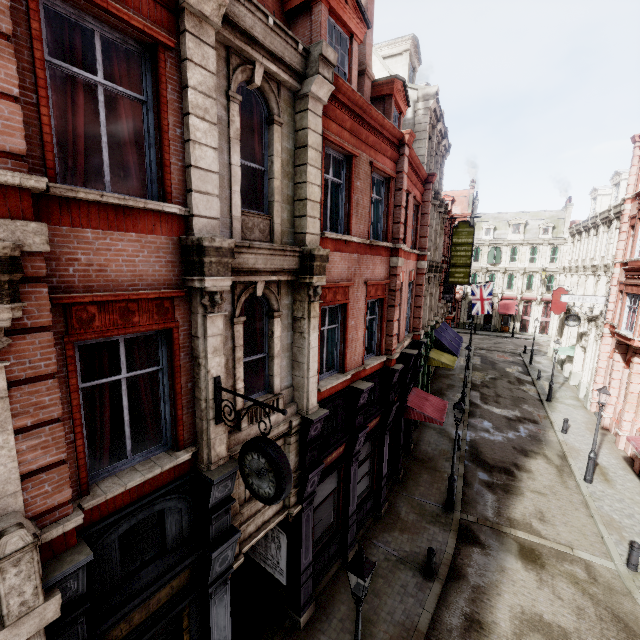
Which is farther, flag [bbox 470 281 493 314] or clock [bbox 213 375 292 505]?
flag [bbox 470 281 493 314]

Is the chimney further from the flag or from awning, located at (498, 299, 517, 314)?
awning, located at (498, 299, 517, 314)

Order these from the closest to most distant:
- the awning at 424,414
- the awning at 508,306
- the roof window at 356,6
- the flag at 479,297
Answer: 1. the roof window at 356,6
2. the awning at 424,414
3. the flag at 479,297
4. the awning at 508,306

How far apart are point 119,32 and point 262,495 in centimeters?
681cm

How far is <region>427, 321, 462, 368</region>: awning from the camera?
21.7m

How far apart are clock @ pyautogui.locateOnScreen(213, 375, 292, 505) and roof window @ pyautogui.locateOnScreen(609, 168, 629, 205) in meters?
32.0 m

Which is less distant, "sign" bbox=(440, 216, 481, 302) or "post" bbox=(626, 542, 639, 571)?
"post" bbox=(626, 542, 639, 571)

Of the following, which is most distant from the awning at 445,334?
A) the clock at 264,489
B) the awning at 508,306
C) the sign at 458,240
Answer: the awning at 508,306
